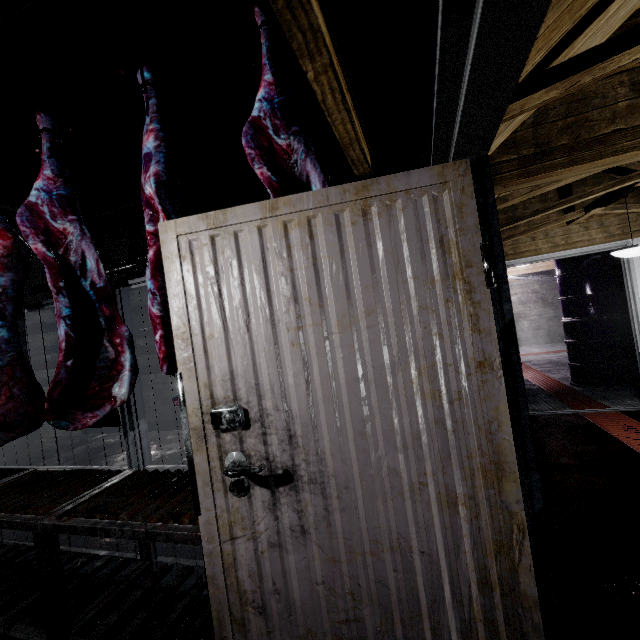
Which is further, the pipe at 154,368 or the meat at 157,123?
the pipe at 154,368

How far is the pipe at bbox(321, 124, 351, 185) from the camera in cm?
165

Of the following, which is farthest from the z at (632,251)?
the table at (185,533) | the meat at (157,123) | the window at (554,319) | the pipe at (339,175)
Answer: the window at (554,319)

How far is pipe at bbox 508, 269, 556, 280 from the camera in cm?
773

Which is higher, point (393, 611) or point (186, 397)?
point (186, 397)

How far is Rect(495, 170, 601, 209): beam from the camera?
1.9m

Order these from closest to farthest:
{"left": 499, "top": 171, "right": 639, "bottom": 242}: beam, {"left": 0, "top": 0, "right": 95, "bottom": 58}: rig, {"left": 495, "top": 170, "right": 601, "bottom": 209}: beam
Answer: {"left": 0, "top": 0, "right": 95, "bottom": 58}: rig
{"left": 495, "top": 170, "right": 601, "bottom": 209}: beam
{"left": 499, "top": 171, "right": 639, "bottom": 242}: beam

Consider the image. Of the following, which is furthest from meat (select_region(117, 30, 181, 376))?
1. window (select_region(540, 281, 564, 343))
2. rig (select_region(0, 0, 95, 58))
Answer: window (select_region(540, 281, 564, 343))
